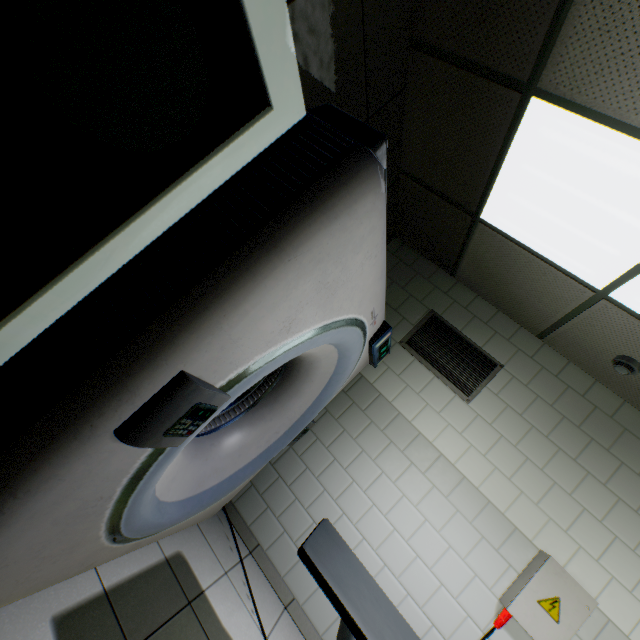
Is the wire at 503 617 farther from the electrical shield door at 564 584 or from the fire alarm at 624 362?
the fire alarm at 624 362

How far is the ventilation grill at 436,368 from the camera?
3.05m

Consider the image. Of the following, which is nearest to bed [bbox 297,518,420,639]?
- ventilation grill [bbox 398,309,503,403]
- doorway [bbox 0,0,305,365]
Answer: doorway [bbox 0,0,305,365]

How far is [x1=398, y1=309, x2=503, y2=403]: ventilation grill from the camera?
3.05m

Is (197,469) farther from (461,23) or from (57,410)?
(461,23)

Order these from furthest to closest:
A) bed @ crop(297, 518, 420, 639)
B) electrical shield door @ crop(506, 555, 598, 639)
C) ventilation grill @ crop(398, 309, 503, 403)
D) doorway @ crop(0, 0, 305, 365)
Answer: ventilation grill @ crop(398, 309, 503, 403), electrical shield door @ crop(506, 555, 598, 639), bed @ crop(297, 518, 420, 639), doorway @ crop(0, 0, 305, 365)

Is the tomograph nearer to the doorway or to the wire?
the doorway

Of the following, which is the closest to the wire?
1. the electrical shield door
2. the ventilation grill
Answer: the electrical shield door
